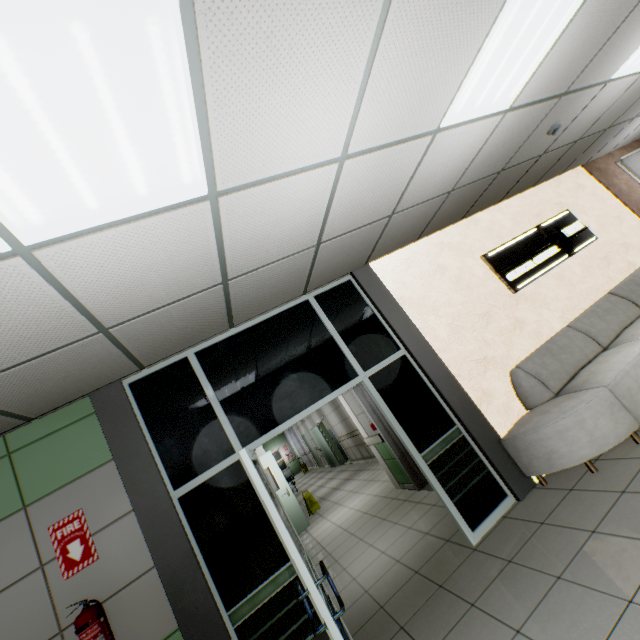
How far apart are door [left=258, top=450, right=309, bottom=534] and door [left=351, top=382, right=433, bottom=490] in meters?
3.2 m

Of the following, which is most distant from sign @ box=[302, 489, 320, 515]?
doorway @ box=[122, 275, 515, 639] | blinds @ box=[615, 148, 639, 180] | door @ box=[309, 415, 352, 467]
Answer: blinds @ box=[615, 148, 639, 180]

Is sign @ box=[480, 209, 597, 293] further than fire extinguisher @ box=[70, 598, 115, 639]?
Yes

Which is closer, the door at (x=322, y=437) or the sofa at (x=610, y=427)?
the sofa at (x=610, y=427)

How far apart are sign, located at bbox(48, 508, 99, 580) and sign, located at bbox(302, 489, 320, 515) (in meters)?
7.22

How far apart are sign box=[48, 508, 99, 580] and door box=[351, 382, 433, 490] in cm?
377

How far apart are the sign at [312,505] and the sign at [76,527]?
7.2m

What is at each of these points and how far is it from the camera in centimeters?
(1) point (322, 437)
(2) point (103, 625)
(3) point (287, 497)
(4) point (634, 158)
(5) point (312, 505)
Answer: (1) door, 1480cm
(2) fire extinguisher, 243cm
(3) door, 809cm
(4) blinds, 704cm
(5) sign, 904cm
